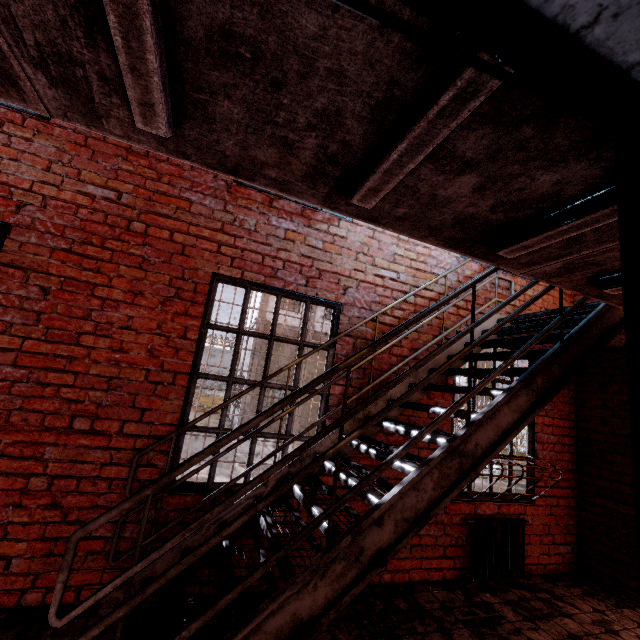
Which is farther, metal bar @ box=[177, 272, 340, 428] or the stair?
metal bar @ box=[177, 272, 340, 428]

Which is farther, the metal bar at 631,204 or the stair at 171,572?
the stair at 171,572

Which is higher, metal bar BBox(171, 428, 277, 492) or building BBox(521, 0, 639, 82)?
building BBox(521, 0, 639, 82)

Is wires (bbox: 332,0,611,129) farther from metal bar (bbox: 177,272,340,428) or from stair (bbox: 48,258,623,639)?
metal bar (bbox: 177,272,340,428)

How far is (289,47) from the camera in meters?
1.0 m

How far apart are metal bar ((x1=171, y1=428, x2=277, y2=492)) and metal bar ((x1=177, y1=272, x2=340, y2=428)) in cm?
12

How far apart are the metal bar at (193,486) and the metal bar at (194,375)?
0.1m

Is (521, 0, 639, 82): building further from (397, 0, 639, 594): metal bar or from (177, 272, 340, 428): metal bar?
(177, 272, 340, 428): metal bar
